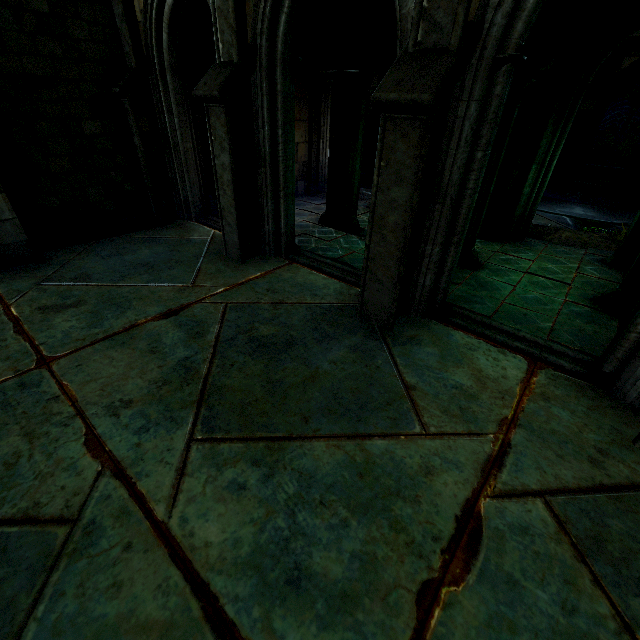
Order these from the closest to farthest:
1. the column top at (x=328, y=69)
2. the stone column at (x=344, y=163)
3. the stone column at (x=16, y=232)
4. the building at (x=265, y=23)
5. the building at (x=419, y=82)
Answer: the building at (x=419, y=82)
the building at (x=265, y=23)
the stone column at (x=16, y=232)
the column top at (x=328, y=69)
the stone column at (x=344, y=163)

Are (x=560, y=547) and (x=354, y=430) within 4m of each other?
yes

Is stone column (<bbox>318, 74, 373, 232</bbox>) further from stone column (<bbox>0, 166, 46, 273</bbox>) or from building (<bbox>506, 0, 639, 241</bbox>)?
stone column (<bbox>0, 166, 46, 273</bbox>)

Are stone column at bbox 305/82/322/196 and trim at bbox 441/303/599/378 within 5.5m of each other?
no

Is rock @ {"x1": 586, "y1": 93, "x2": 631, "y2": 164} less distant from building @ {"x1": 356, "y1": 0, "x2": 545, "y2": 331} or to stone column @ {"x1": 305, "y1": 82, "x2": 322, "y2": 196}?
building @ {"x1": 356, "y1": 0, "x2": 545, "y2": 331}

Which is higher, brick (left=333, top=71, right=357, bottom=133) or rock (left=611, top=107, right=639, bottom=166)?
brick (left=333, top=71, right=357, bottom=133)

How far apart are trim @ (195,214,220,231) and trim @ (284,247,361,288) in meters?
1.0 m

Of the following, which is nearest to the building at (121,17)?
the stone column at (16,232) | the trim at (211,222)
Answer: the trim at (211,222)
